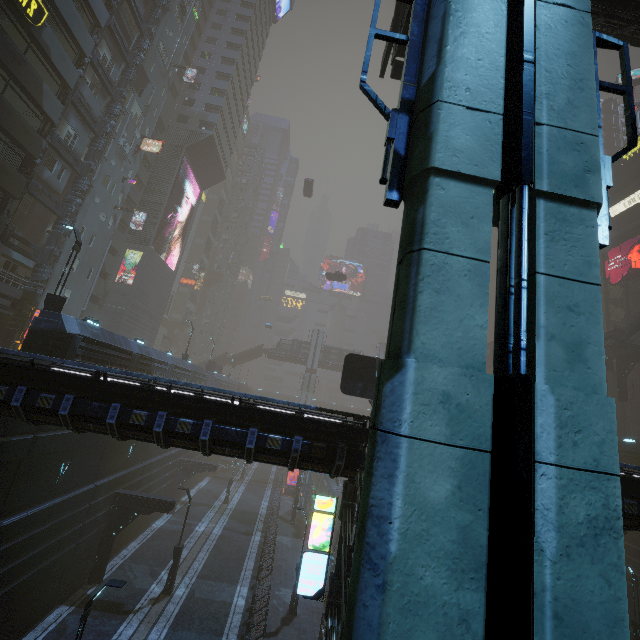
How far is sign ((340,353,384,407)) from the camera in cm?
1552

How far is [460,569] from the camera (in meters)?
2.44

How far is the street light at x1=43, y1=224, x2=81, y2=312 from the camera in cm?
1584

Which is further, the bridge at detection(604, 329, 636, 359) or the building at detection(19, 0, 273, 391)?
the bridge at detection(604, 329, 636, 359)

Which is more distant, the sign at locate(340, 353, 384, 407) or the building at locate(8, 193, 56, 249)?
the building at locate(8, 193, 56, 249)

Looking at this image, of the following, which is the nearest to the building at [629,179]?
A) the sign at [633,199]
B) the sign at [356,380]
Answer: the sign at [633,199]

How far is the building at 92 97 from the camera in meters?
27.0 m

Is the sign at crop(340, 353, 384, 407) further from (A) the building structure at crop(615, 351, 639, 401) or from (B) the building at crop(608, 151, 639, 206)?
(A) the building structure at crop(615, 351, 639, 401)
